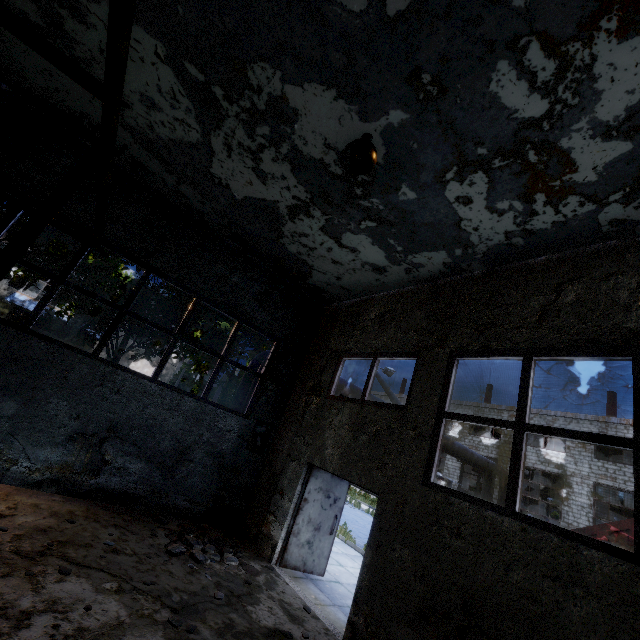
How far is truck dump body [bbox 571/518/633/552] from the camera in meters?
9.0

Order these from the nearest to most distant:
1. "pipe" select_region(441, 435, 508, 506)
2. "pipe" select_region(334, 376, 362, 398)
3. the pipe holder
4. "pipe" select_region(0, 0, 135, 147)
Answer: "pipe" select_region(0, 0, 135, 147) → the pipe holder → "pipe" select_region(334, 376, 362, 398) → "pipe" select_region(441, 435, 508, 506)

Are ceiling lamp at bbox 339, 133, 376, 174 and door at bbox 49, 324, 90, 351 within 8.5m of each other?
no

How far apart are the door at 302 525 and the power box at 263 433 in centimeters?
180cm

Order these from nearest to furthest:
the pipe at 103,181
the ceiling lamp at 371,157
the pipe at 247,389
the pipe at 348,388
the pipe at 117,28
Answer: the pipe at 117,28 < the pipe at 103,181 < the ceiling lamp at 371,157 < the pipe at 247,389 < the pipe at 348,388

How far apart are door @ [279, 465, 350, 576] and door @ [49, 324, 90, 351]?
24.9m

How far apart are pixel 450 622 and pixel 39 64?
11.01m

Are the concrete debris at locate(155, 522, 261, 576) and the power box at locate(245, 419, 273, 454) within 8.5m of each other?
yes
